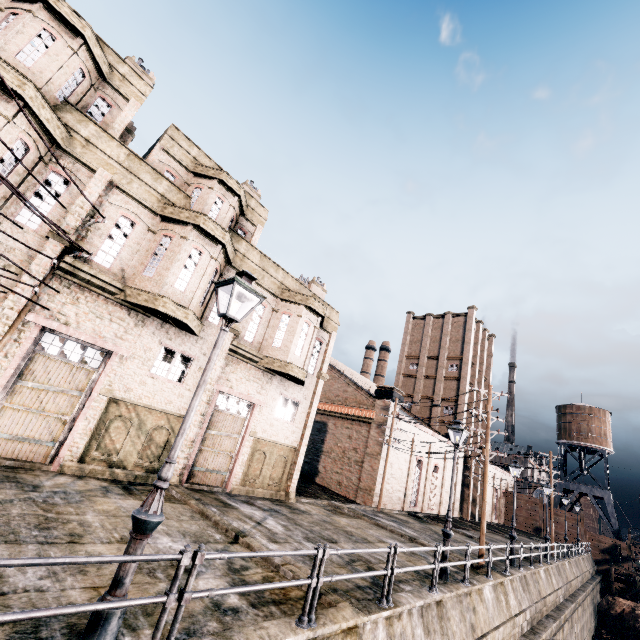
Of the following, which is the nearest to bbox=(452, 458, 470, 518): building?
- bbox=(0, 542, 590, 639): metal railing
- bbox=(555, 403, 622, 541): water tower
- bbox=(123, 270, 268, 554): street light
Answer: bbox=(555, 403, 622, 541): water tower

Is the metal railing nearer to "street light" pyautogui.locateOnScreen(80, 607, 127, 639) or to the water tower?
"street light" pyautogui.locateOnScreen(80, 607, 127, 639)

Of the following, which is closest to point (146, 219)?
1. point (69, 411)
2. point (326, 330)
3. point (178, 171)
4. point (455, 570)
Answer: point (178, 171)

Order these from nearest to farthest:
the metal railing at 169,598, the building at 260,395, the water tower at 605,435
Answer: the metal railing at 169,598 < the building at 260,395 < the water tower at 605,435

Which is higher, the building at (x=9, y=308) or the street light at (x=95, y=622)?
the building at (x=9, y=308)

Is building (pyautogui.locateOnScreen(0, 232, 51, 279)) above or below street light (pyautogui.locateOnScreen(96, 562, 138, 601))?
above

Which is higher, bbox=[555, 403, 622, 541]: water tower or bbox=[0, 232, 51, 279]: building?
bbox=[555, 403, 622, 541]: water tower

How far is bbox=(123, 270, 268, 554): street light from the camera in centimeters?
462cm
